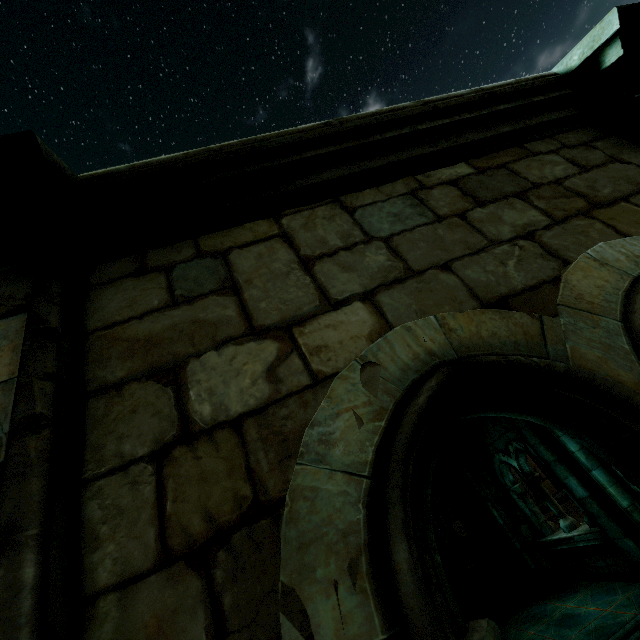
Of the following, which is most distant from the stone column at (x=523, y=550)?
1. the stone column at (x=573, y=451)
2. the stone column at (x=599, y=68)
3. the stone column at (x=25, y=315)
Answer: the stone column at (x=25, y=315)

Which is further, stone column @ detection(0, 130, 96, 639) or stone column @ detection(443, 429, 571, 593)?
stone column @ detection(443, 429, 571, 593)

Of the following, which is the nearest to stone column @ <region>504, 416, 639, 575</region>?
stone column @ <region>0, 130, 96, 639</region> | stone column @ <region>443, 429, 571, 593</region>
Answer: stone column @ <region>443, 429, 571, 593</region>

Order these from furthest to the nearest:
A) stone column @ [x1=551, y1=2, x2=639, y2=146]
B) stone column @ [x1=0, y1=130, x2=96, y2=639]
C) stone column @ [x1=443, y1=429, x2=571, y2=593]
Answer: stone column @ [x1=443, y1=429, x2=571, y2=593] < stone column @ [x1=551, y1=2, x2=639, y2=146] < stone column @ [x1=0, y1=130, x2=96, y2=639]

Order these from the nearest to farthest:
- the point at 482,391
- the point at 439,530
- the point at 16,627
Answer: the point at 16,627, the point at 482,391, the point at 439,530

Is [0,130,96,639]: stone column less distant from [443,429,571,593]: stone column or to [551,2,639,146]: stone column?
→ [551,2,639,146]: stone column

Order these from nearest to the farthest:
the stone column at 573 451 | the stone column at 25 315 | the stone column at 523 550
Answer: the stone column at 25 315, the stone column at 573 451, the stone column at 523 550

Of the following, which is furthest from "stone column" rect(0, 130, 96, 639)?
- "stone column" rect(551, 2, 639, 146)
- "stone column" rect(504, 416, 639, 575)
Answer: "stone column" rect(504, 416, 639, 575)
